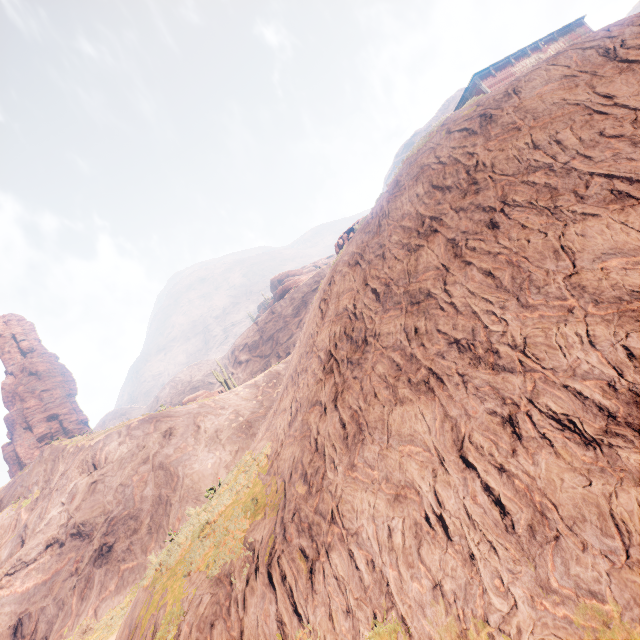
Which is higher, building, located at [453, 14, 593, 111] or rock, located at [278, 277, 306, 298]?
rock, located at [278, 277, 306, 298]

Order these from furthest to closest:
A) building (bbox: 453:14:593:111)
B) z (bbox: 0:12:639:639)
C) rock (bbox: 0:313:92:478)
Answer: rock (bbox: 0:313:92:478)
building (bbox: 453:14:593:111)
z (bbox: 0:12:639:639)

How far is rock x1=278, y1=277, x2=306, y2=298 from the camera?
58.2 meters

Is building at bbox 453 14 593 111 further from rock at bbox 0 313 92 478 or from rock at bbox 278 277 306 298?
rock at bbox 0 313 92 478

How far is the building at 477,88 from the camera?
20.8m

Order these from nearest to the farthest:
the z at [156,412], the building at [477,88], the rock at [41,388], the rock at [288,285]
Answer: the z at [156,412], the building at [477,88], the rock at [41,388], the rock at [288,285]

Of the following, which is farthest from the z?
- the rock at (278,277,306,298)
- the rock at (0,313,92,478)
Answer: the rock at (0,313,92,478)

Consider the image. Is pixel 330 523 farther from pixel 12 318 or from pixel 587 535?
pixel 12 318
